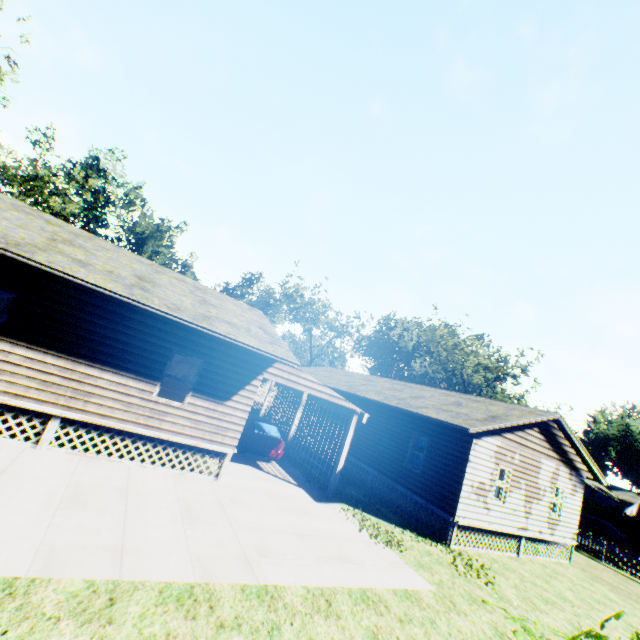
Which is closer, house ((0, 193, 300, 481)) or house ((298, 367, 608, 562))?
house ((0, 193, 300, 481))

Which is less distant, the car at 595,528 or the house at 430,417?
the house at 430,417

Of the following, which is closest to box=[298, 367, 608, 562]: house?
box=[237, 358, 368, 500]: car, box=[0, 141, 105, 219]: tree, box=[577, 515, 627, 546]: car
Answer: box=[237, 358, 368, 500]: car

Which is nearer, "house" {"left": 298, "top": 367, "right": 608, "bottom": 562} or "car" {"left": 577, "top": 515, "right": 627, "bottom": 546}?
"house" {"left": 298, "top": 367, "right": 608, "bottom": 562}

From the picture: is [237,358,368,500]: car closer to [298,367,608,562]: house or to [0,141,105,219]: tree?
[298,367,608,562]: house

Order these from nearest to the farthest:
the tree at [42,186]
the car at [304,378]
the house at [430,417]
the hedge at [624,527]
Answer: the car at [304,378], the house at [430,417], the hedge at [624,527], the tree at [42,186]

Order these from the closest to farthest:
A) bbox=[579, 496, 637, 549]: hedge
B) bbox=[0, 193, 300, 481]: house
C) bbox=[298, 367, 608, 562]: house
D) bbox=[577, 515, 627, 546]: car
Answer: bbox=[0, 193, 300, 481]: house < bbox=[298, 367, 608, 562]: house < bbox=[577, 515, 627, 546]: car < bbox=[579, 496, 637, 549]: hedge

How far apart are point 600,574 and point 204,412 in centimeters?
2178cm
